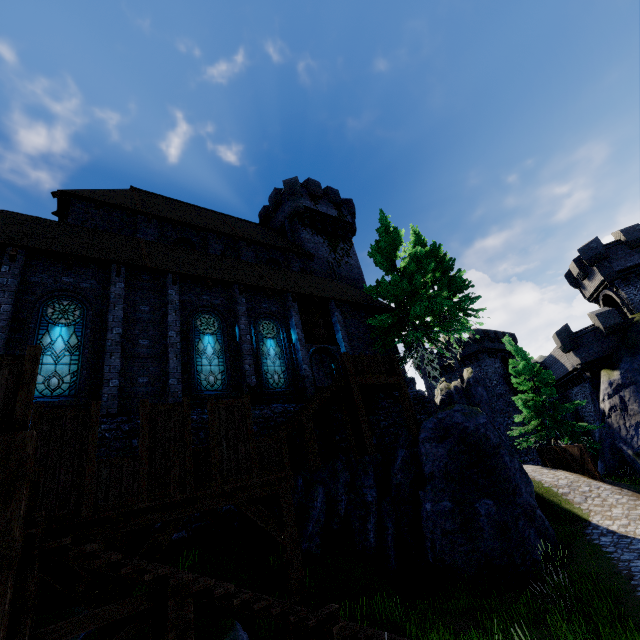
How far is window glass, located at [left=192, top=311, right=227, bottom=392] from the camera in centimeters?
1296cm

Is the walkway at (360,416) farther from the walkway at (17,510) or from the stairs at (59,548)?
the stairs at (59,548)

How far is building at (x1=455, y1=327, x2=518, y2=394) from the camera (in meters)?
41.62

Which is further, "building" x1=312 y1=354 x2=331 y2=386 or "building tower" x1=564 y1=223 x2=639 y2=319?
"building" x1=312 y1=354 x2=331 y2=386

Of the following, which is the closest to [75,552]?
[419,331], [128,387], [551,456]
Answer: [128,387]

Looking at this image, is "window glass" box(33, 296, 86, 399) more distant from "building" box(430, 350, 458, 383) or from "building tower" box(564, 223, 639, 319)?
"building" box(430, 350, 458, 383)

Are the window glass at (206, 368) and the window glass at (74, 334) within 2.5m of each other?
no

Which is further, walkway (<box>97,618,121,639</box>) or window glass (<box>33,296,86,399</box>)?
window glass (<box>33,296,86,399</box>)
